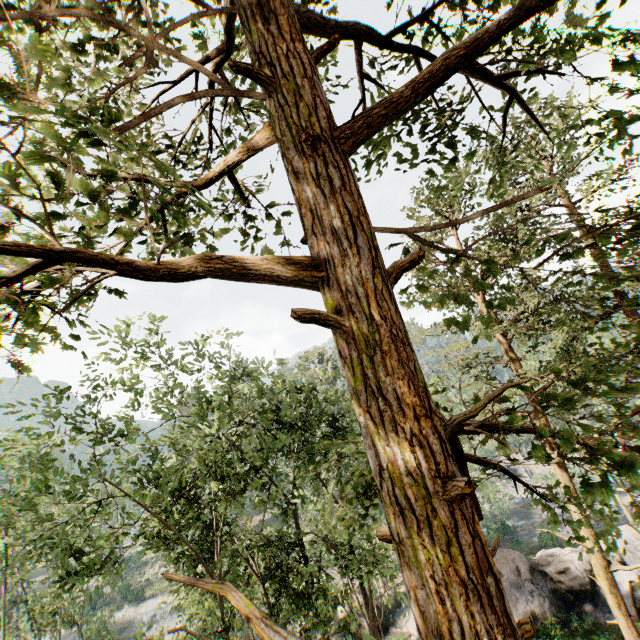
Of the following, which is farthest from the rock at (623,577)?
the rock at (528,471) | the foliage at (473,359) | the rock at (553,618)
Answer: the rock at (528,471)

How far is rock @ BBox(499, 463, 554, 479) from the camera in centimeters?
5494cm

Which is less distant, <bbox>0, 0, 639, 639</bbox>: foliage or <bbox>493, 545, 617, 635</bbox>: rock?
<bbox>0, 0, 639, 639</bbox>: foliage

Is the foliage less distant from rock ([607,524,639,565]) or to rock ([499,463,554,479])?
rock ([499,463,554,479])

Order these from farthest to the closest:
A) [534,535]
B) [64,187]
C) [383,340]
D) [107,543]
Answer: [534,535] < [107,543] < [383,340] < [64,187]

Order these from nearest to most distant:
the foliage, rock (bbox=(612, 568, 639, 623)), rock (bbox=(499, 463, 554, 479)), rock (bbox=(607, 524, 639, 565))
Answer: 1. the foliage
2. rock (bbox=(612, 568, 639, 623))
3. rock (bbox=(607, 524, 639, 565))
4. rock (bbox=(499, 463, 554, 479))

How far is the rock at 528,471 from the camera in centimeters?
5494cm
